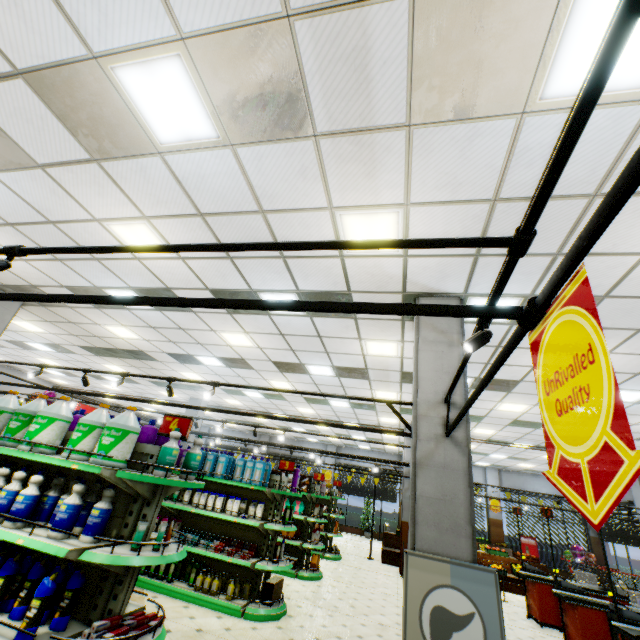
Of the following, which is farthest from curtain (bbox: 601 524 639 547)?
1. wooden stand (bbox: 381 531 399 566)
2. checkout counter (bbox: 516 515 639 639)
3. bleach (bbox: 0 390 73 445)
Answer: bleach (bbox: 0 390 73 445)

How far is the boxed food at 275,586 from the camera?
5.6 meters

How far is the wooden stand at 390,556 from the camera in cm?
1216

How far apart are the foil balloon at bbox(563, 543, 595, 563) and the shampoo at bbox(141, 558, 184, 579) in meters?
20.8

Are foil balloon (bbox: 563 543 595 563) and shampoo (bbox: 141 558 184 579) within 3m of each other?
no

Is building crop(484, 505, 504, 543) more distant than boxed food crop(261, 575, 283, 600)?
Yes

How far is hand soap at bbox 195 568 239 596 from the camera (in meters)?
5.62

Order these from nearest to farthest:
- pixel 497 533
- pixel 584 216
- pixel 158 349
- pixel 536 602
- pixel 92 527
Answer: pixel 92 527, pixel 584 216, pixel 536 602, pixel 158 349, pixel 497 533
